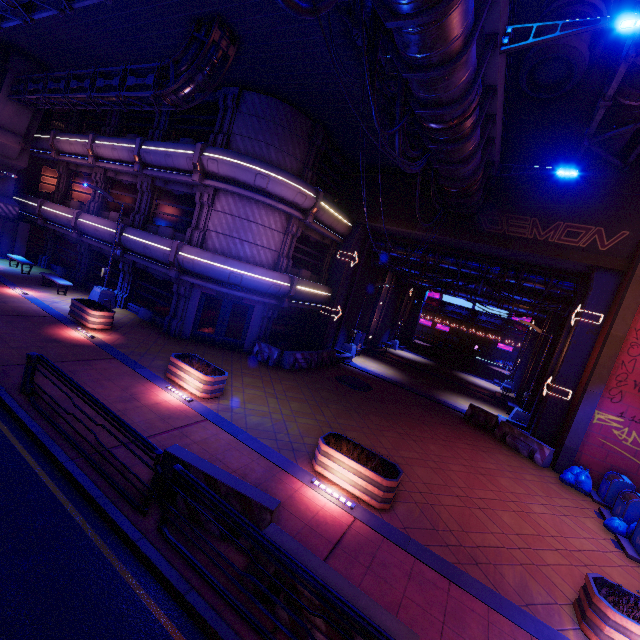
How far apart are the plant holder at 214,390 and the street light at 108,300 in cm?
879

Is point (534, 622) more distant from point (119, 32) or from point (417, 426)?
point (119, 32)

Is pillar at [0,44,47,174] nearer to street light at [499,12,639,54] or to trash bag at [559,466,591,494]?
street light at [499,12,639,54]

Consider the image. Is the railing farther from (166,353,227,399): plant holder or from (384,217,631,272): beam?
(384,217,631,272): beam

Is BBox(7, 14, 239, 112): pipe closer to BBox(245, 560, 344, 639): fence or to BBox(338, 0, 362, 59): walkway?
BBox(338, 0, 362, 59): walkway

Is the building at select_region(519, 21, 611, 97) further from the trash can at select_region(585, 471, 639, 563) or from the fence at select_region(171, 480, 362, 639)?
the fence at select_region(171, 480, 362, 639)

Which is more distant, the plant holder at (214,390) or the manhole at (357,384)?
the manhole at (357,384)

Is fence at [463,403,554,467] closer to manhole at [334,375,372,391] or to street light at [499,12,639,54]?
manhole at [334,375,372,391]
